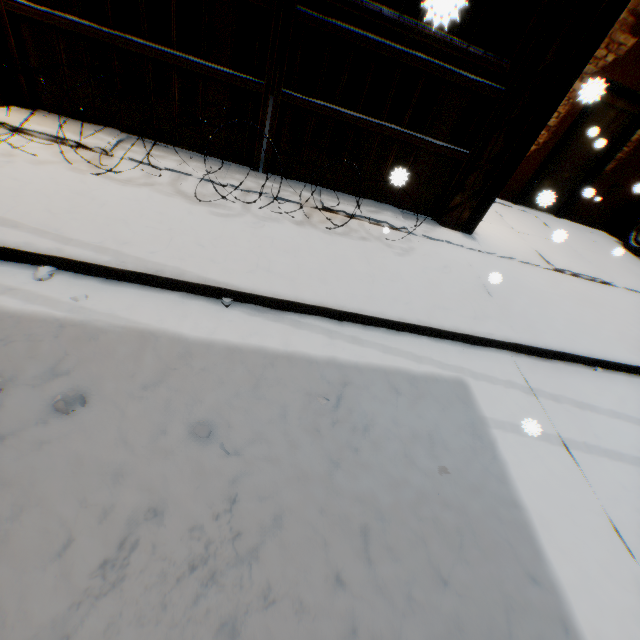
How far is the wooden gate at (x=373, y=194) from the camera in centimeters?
492cm

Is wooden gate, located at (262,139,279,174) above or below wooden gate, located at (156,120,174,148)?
below

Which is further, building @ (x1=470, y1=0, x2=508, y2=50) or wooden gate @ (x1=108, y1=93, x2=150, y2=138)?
building @ (x1=470, y1=0, x2=508, y2=50)

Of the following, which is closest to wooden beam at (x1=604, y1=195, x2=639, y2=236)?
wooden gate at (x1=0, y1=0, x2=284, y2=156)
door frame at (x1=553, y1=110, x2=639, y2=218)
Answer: wooden gate at (x1=0, y1=0, x2=284, y2=156)

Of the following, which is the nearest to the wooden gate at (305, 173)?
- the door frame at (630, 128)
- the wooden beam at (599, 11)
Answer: the wooden beam at (599, 11)

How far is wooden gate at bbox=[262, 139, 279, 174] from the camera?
4.45m

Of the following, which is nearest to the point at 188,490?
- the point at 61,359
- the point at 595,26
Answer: the point at 61,359
